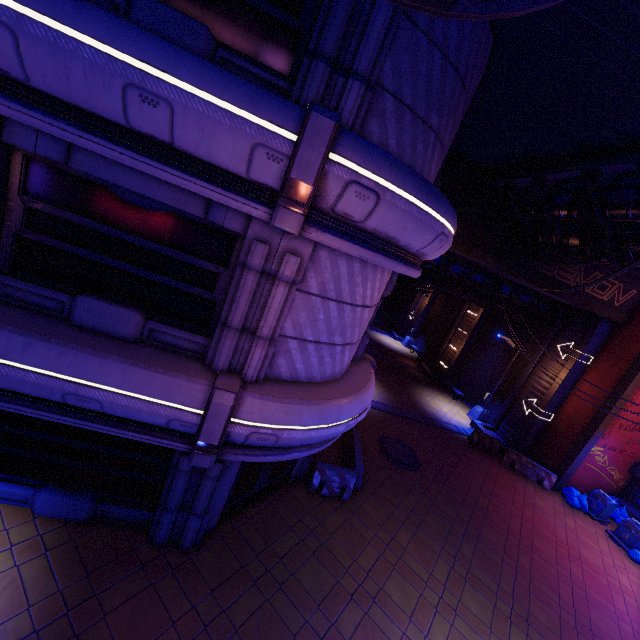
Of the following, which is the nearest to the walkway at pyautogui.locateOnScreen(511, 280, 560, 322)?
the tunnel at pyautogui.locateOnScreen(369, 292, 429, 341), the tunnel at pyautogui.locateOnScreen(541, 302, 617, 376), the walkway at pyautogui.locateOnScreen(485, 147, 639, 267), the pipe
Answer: the tunnel at pyautogui.locateOnScreen(541, 302, 617, 376)

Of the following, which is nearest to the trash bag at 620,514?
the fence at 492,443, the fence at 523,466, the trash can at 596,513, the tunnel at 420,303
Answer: the trash can at 596,513

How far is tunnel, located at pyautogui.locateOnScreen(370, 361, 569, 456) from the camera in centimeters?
1827cm

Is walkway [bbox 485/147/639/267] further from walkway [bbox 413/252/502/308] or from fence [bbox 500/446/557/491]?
fence [bbox 500/446/557/491]

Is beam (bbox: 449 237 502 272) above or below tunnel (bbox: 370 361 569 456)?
above

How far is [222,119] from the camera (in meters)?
4.29

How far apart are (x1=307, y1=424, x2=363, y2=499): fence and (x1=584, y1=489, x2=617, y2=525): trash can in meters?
12.8

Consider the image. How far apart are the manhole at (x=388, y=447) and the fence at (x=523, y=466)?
6.23m
